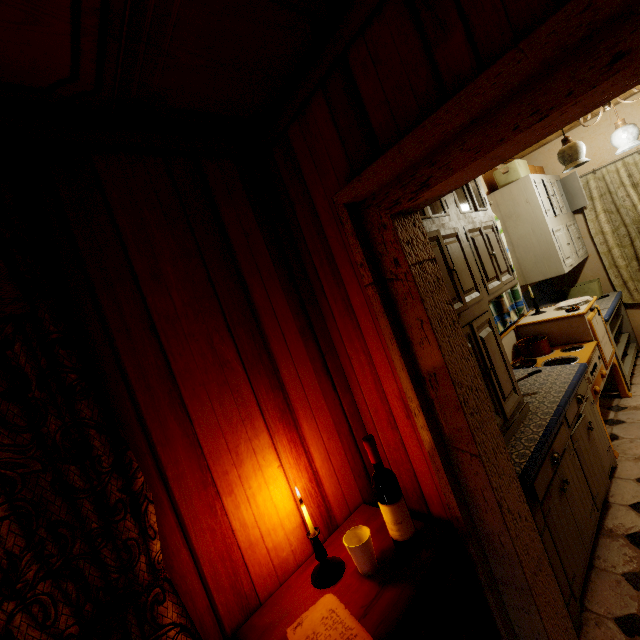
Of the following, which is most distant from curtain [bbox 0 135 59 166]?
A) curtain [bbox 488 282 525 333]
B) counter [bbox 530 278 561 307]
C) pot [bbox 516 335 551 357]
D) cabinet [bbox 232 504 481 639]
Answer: counter [bbox 530 278 561 307]

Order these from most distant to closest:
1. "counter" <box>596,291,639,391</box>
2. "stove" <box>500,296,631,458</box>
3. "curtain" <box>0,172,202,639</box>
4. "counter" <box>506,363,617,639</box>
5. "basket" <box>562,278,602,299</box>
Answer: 1. "basket" <box>562,278,602,299</box>
2. "counter" <box>596,291,639,391</box>
3. "stove" <box>500,296,631,458</box>
4. "counter" <box>506,363,617,639</box>
5. "curtain" <box>0,172,202,639</box>

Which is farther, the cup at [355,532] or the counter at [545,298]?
the counter at [545,298]

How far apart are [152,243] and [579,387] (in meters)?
2.81

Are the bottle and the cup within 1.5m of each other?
yes

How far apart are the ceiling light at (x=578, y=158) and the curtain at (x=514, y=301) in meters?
0.7 m

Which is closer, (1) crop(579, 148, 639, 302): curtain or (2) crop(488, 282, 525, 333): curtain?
(2) crop(488, 282, 525, 333): curtain

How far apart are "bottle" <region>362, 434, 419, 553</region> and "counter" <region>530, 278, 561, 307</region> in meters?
3.3 m
